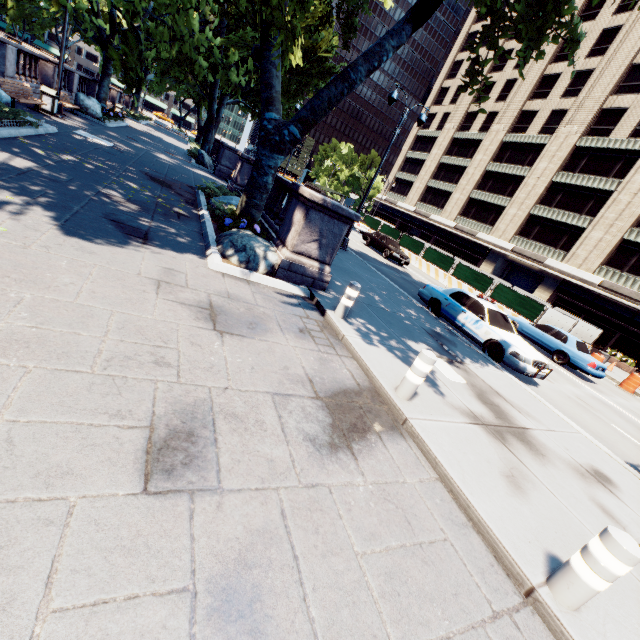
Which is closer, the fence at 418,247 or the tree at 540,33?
the tree at 540,33

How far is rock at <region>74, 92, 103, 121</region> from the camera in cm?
1947

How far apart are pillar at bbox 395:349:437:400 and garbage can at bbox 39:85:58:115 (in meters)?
19.58

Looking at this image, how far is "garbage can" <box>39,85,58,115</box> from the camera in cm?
1429

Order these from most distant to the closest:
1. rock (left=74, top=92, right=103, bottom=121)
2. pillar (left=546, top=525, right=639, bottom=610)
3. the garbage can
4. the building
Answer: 1. the building
2. rock (left=74, top=92, right=103, bottom=121)
3. the garbage can
4. pillar (left=546, top=525, right=639, bottom=610)

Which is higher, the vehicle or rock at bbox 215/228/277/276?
the vehicle

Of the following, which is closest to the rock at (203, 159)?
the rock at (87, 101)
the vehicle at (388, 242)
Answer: the rock at (87, 101)

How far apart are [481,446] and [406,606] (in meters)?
2.96
